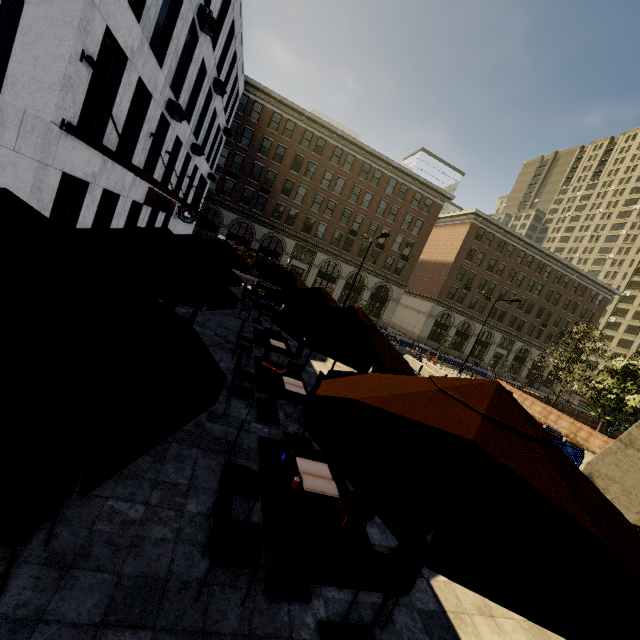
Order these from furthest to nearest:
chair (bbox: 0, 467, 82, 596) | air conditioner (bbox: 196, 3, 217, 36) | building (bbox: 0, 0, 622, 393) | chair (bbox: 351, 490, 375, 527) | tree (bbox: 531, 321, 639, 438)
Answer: tree (bbox: 531, 321, 639, 438) → air conditioner (bbox: 196, 3, 217, 36) → building (bbox: 0, 0, 622, 393) → chair (bbox: 351, 490, 375, 527) → chair (bbox: 0, 467, 82, 596)

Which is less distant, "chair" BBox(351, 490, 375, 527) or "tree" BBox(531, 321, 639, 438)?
"chair" BBox(351, 490, 375, 527)

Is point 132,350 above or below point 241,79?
below

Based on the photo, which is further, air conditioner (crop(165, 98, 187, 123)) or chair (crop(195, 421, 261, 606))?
air conditioner (crop(165, 98, 187, 123))

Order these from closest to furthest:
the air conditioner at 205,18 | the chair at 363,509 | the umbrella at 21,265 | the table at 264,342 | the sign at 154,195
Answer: the umbrella at 21,265, the chair at 363,509, the table at 264,342, the air conditioner at 205,18, the sign at 154,195

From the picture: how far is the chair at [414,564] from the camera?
3.3m

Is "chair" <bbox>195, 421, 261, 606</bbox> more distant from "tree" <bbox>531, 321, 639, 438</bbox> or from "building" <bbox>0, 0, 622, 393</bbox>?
"building" <bbox>0, 0, 622, 393</bbox>

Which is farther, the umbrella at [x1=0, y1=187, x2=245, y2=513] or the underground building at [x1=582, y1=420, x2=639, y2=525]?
the underground building at [x1=582, y1=420, x2=639, y2=525]
